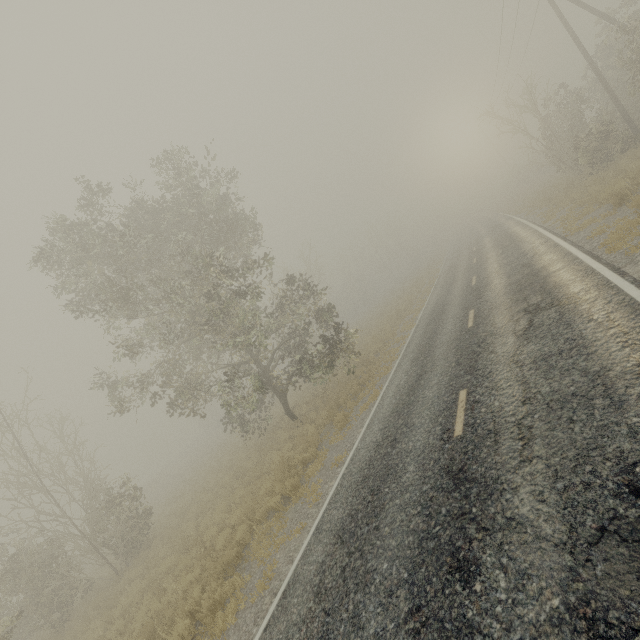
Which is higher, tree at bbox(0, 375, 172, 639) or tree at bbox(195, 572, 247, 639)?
tree at bbox(0, 375, 172, 639)

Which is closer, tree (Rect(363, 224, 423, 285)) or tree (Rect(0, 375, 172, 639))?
tree (Rect(0, 375, 172, 639))

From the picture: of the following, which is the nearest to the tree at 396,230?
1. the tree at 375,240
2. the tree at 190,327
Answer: the tree at 375,240

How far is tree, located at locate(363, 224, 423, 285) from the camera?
52.00m

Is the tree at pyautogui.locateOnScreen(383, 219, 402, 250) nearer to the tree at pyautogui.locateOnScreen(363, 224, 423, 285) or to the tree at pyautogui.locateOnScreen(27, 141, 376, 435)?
the tree at pyautogui.locateOnScreen(363, 224, 423, 285)

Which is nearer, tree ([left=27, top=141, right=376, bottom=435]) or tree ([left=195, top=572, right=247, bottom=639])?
tree ([left=195, top=572, right=247, bottom=639])

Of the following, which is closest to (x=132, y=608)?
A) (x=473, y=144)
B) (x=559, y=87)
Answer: (x=559, y=87)
